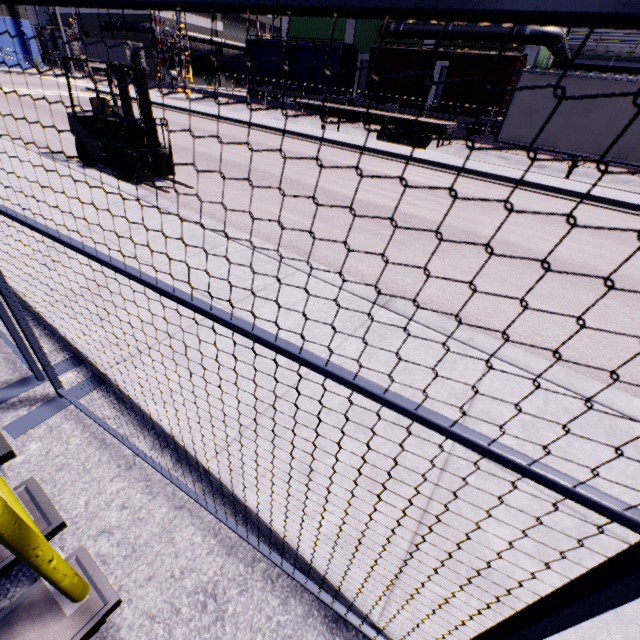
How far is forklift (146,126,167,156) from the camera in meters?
7.2 m

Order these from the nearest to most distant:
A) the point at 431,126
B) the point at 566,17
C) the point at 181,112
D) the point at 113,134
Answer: the point at 566,17
the point at 113,134
the point at 431,126
the point at 181,112

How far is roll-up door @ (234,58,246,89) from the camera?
56.2 meters

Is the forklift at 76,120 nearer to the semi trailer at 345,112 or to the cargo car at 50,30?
the semi trailer at 345,112

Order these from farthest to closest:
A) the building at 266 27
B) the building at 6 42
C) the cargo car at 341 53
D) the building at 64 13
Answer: the building at 266 27 → the building at 64 13 → the building at 6 42 → the cargo car at 341 53

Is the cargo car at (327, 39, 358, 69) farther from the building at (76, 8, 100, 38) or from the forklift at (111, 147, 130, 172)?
the forklift at (111, 147, 130, 172)

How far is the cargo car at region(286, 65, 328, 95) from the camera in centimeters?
2856cm

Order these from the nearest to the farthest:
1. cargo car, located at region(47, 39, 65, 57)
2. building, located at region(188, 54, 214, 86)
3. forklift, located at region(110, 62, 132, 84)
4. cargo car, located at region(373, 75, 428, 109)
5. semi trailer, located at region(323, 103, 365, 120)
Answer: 1. forklift, located at region(110, 62, 132, 84)
2. semi trailer, located at region(323, 103, 365, 120)
3. cargo car, located at region(373, 75, 428, 109)
4. cargo car, located at region(47, 39, 65, 57)
5. building, located at region(188, 54, 214, 86)
